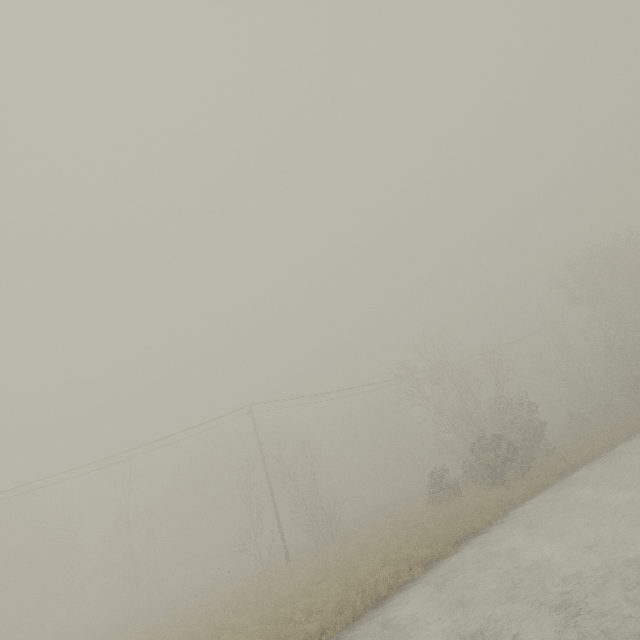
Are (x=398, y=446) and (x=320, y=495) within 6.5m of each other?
no
